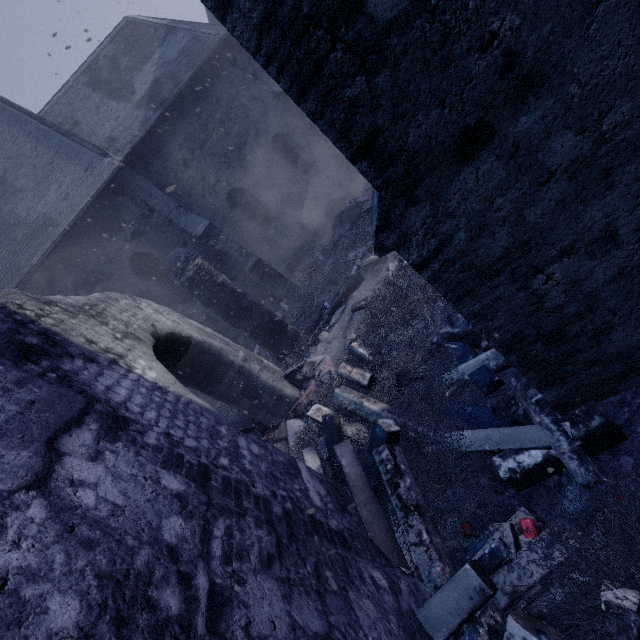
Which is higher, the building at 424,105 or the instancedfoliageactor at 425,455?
the building at 424,105

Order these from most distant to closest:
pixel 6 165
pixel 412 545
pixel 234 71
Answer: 1. pixel 234 71
2. pixel 6 165
3. pixel 412 545

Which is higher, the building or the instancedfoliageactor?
the building
